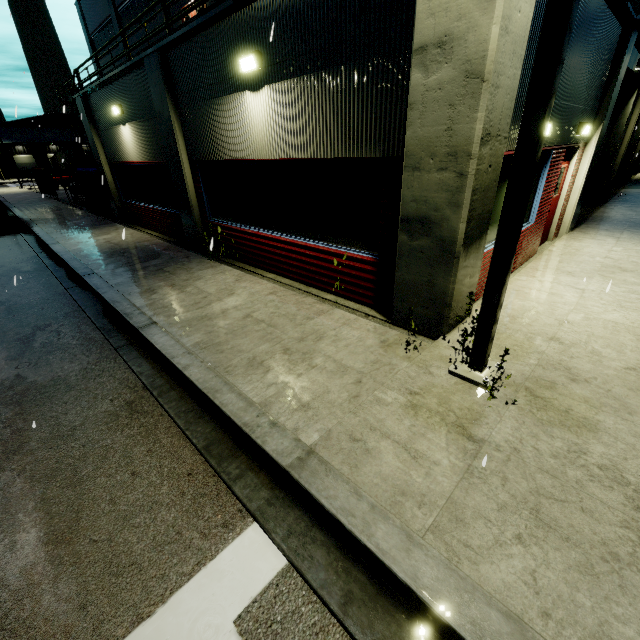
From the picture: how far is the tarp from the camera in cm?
1592

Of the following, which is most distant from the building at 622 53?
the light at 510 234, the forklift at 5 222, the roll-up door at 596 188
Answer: the forklift at 5 222

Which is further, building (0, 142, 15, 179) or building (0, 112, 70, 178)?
building (0, 142, 15, 179)

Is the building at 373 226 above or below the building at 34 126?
below

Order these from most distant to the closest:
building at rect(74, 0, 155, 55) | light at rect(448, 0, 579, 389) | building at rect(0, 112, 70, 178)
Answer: building at rect(0, 112, 70, 178), building at rect(74, 0, 155, 55), light at rect(448, 0, 579, 389)

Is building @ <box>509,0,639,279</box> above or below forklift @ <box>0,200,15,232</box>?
above

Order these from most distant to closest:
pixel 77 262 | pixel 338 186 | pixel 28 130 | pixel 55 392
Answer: pixel 28 130
pixel 77 262
pixel 338 186
pixel 55 392
